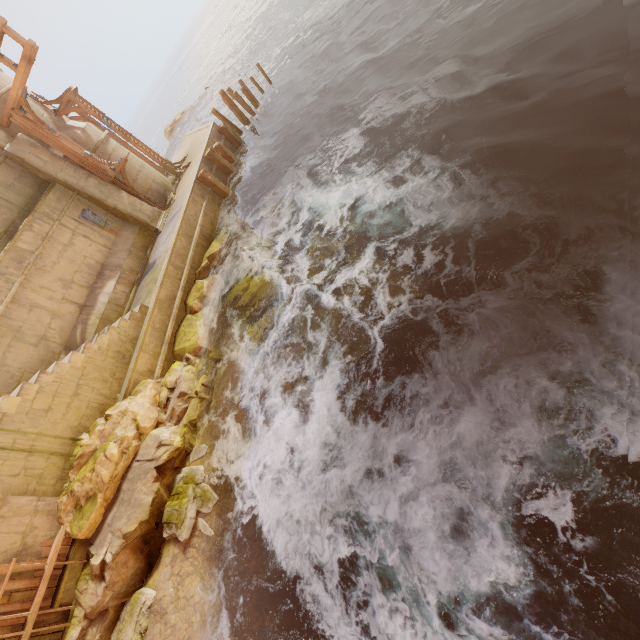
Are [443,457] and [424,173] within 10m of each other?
yes

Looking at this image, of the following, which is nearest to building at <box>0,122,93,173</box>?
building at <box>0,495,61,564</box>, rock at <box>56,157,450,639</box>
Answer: rock at <box>56,157,450,639</box>

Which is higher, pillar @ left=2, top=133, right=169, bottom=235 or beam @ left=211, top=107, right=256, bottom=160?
pillar @ left=2, top=133, right=169, bottom=235

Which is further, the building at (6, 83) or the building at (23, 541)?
the building at (6, 83)

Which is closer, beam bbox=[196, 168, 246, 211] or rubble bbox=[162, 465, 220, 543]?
rubble bbox=[162, 465, 220, 543]

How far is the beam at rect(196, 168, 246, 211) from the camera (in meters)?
13.88

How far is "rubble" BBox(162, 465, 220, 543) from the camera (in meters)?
6.86

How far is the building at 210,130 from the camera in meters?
9.8 m
